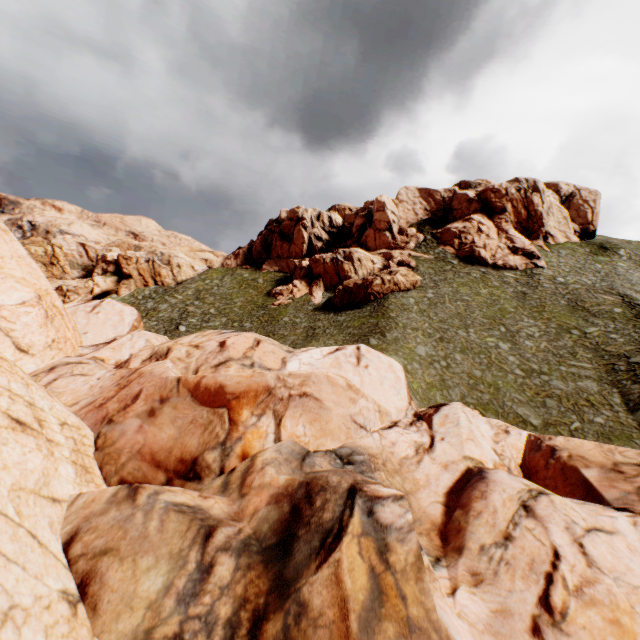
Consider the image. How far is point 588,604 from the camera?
5.36m
